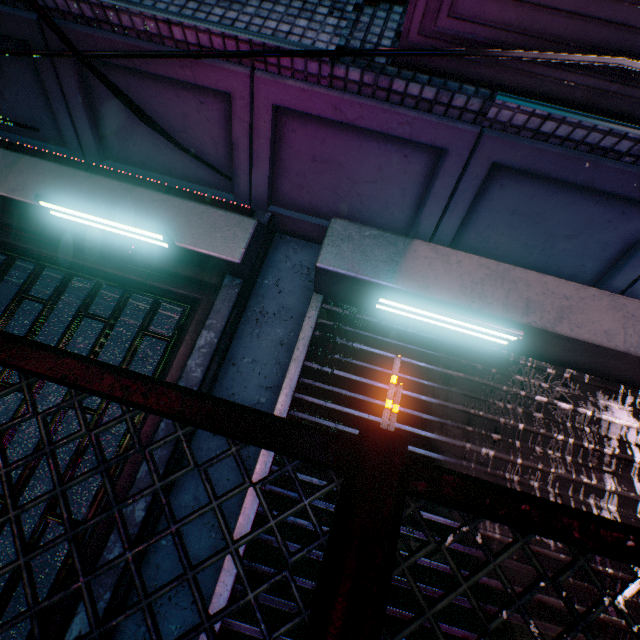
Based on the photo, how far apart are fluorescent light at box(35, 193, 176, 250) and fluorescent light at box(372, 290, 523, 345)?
1.1 meters

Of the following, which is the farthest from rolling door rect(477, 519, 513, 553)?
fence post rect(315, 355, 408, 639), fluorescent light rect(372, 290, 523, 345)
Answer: fence post rect(315, 355, 408, 639)

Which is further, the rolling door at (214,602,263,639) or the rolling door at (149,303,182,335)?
the rolling door at (149,303,182,335)

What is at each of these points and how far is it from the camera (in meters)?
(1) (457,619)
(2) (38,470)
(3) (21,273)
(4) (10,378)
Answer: (1) rolling door, 1.35
(2) storefront, 1.99
(3) rolling door, 2.02
(4) storefront, 1.75

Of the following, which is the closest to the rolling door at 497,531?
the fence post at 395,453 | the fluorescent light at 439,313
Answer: the fluorescent light at 439,313

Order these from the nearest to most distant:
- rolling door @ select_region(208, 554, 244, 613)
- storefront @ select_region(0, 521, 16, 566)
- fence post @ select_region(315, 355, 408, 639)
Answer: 1. fence post @ select_region(315, 355, 408, 639)
2. rolling door @ select_region(208, 554, 244, 613)
3. storefront @ select_region(0, 521, 16, 566)

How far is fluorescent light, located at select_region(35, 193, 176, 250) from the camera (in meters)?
1.60

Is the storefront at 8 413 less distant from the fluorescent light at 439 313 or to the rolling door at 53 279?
the rolling door at 53 279
